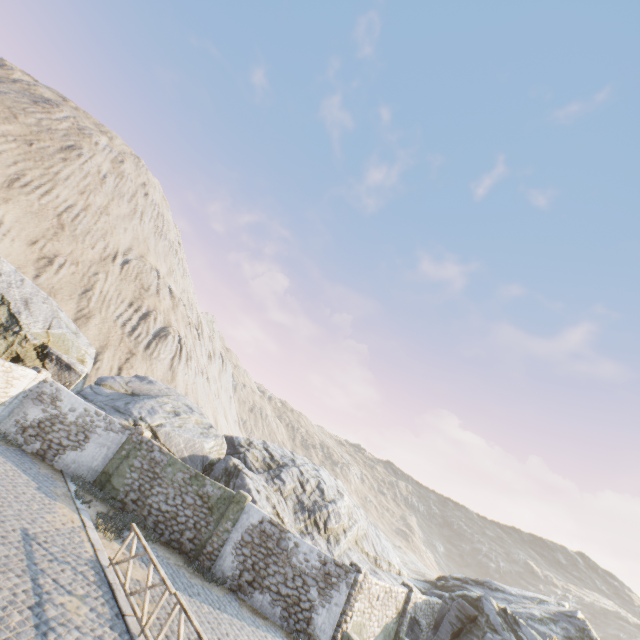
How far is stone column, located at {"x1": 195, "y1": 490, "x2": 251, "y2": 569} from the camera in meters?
13.7

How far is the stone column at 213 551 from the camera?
13.70m

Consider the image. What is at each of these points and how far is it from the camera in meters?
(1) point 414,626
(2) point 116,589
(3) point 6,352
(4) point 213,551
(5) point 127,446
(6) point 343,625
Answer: (1) rock, 17.5
(2) stone blocks, 9.2
(3) rock, 16.5
(4) stone column, 13.8
(5) stone column, 15.9
(6) stone column, 12.8

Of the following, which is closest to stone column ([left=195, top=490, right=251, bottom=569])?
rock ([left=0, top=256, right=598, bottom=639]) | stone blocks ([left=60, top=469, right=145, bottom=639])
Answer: rock ([left=0, top=256, right=598, bottom=639])

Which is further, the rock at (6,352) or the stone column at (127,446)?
the rock at (6,352)

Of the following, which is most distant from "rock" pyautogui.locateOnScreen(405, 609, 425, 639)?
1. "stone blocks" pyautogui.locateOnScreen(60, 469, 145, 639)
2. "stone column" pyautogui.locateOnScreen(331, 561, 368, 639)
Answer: "stone column" pyautogui.locateOnScreen(331, 561, 368, 639)

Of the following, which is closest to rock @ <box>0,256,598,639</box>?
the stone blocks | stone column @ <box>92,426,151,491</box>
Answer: the stone blocks

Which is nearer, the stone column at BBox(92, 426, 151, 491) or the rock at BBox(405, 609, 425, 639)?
the stone column at BBox(92, 426, 151, 491)
